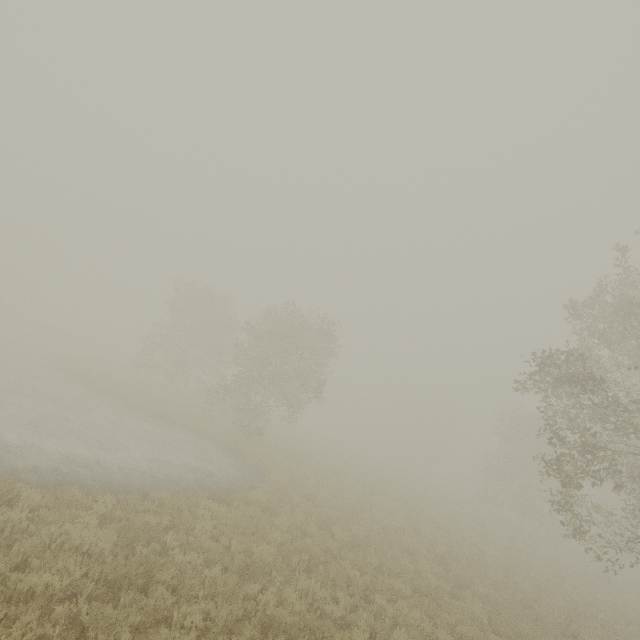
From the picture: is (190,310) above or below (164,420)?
above
